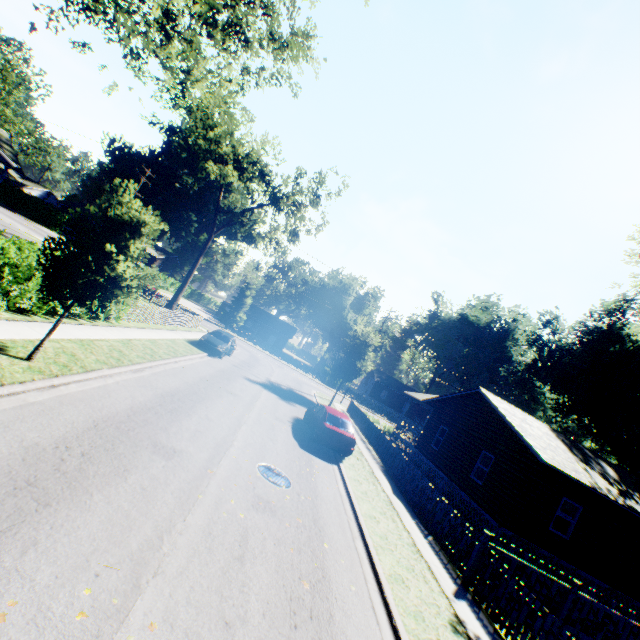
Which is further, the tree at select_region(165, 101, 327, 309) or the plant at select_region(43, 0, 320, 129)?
the tree at select_region(165, 101, 327, 309)

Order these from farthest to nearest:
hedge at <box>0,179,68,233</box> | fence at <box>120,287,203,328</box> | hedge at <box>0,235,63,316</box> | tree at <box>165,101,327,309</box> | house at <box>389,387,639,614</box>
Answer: hedge at <box>0,179,68,233</box> < tree at <box>165,101,327,309</box> < fence at <box>120,287,203,328</box> < house at <box>389,387,639,614</box> < hedge at <box>0,235,63,316</box>

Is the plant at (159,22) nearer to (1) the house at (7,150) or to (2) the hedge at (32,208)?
(1) the house at (7,150)

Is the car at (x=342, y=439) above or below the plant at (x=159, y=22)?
below

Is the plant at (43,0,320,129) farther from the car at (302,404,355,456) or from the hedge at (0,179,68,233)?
the hedge at (0,179,68,233)

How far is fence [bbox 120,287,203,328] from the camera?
18.25m

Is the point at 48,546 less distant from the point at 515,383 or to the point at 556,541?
the point at 556,541

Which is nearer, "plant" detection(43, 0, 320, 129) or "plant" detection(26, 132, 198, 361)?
"plant" detection(26, 132, 198, 361)
